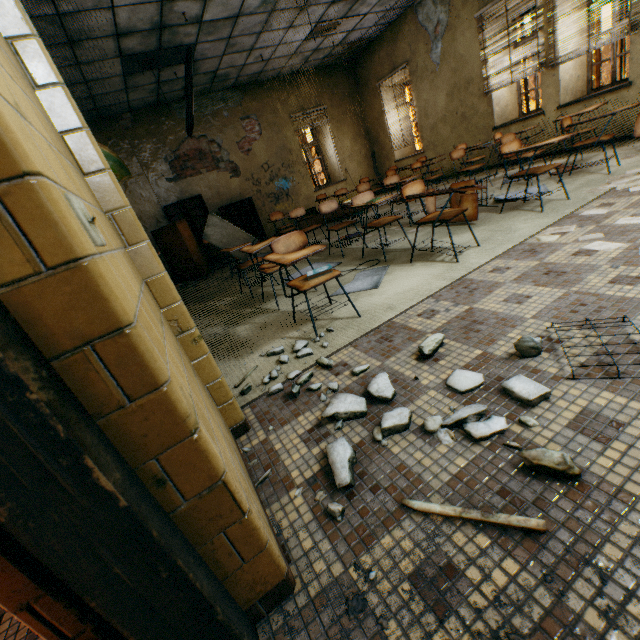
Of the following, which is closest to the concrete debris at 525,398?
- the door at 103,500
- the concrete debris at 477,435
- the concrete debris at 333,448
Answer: the concrete debris at 477,435

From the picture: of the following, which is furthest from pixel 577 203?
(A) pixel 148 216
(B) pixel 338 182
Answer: (A) pixel 148 216

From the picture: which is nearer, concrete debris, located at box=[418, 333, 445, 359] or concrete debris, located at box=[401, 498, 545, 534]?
concrete debris, located at box=[401, 498, 545, 534]

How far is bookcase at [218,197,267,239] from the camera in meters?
8.8 m

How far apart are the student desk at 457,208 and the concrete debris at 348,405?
3.7 meters

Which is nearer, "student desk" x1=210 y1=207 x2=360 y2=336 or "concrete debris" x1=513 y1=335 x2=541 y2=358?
"concrete debris" x1=513 y1=335 x2=541 y2=358

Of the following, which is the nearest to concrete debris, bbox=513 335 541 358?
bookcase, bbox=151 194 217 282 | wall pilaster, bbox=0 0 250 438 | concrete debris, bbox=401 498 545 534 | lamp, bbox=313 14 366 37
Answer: concrete debris, bbox=401 498 545 534

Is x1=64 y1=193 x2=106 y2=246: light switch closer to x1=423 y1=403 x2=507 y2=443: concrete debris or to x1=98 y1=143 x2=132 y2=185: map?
x1=423 y1=403 x2=507 y2=443: concrete debris
